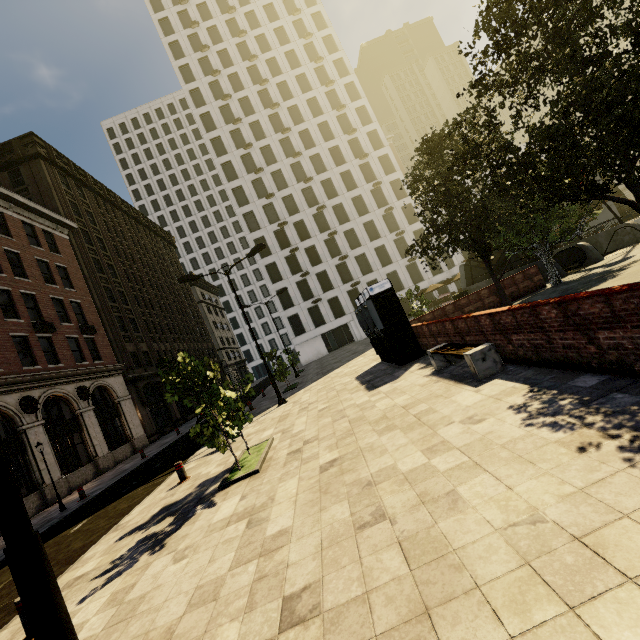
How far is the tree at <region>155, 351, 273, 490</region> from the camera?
7.2m

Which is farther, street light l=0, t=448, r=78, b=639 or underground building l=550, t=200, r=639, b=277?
underground building l=550, t=200, r=639, b=277

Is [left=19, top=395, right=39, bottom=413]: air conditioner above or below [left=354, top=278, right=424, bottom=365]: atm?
above

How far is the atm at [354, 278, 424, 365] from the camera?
12.36m

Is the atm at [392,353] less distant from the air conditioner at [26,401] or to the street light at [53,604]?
the street light at [53,604]

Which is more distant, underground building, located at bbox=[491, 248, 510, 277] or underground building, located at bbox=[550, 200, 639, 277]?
underground building, located at bbox=[491, 248, 510, 277]

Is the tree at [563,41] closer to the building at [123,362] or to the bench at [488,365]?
the building at [123,362]

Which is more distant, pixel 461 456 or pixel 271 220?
pixel 271 220
